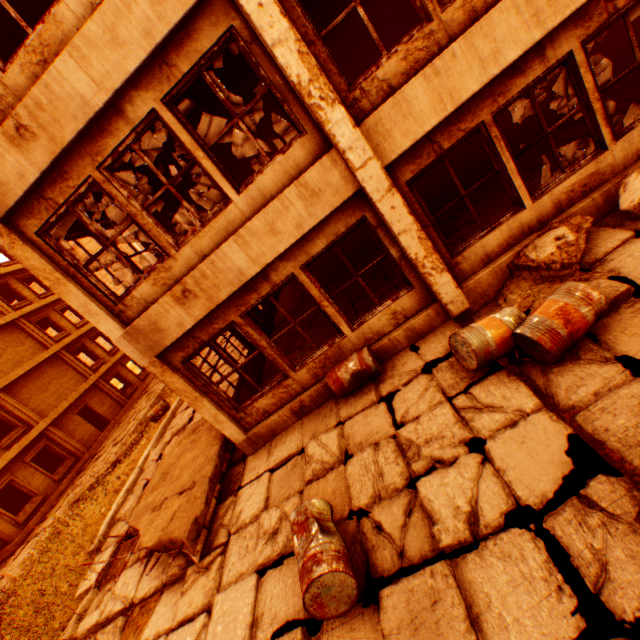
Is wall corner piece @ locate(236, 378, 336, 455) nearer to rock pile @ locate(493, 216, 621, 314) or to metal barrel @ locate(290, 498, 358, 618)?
rock pile @ locate(493, 216, 621, 314)

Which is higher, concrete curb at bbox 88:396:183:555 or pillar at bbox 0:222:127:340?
pillar at bbox 0:222:127:340

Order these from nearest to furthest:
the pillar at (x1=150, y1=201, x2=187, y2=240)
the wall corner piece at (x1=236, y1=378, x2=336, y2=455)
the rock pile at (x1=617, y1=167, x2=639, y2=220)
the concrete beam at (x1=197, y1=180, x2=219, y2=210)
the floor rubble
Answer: the rock pile at (x1=617, y1=167, x2=639, y2=220), the floor rubble, the wall corner piece at (x1=236, y1=378, x2=336, y2=455), the pillar at (x1=150, y1=201, x2=187, y2=240), the concrete beam at (x1=197, y1=180, x2=219, y2=210)

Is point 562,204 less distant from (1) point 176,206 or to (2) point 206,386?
(2) point 206,386

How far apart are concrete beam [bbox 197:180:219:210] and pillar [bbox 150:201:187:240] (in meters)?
4.61

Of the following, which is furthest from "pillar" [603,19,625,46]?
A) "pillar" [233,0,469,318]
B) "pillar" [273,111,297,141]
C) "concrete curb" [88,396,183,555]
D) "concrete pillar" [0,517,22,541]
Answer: "concrete pillar" [0,517,22,541]

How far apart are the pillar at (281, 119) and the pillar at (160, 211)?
6.3m

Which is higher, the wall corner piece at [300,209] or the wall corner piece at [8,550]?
the wall corner piece at [300,209]
